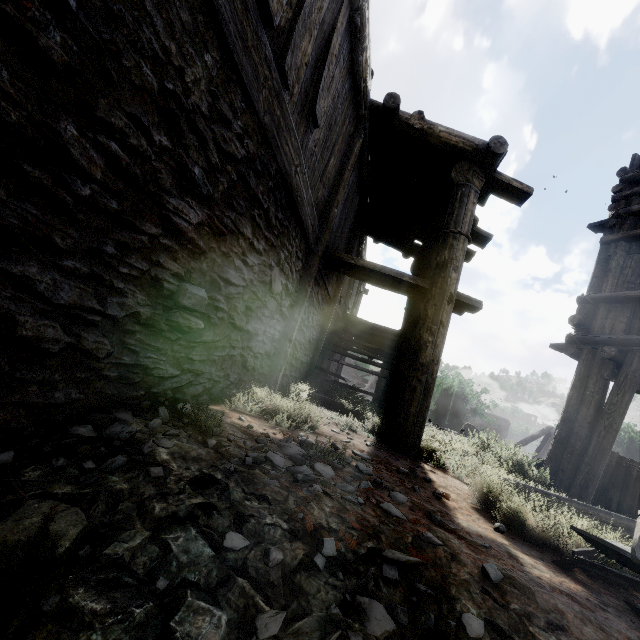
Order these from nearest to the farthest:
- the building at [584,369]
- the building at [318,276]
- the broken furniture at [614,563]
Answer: the building at [318,276]
the broken furniture at [614,563]
the building at [584,369]

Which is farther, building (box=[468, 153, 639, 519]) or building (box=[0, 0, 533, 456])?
building (box=[468, 153, 639, 519])

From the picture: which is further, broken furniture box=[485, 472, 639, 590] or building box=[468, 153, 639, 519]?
building box=[468, 153, 639, 519]

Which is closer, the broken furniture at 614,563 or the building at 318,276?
the building at 318,276

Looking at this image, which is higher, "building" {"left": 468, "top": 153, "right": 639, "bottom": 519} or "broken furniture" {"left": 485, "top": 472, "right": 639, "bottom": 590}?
"building" {"left": 468, "top": 153, "right": 639, "bottom": 519}

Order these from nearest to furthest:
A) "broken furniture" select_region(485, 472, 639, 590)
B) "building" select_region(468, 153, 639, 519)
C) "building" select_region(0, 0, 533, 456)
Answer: "building" select_region(0, 0, 533, 456)
"broken furniture" select_region(485, 472, 639, 590)
"building" select_region(468, 153, 639, 519)

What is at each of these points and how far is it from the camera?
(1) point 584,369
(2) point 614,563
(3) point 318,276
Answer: (1) building, 6.0m
(2) broken furniture, 2.2m
(3) building, 5.8m
